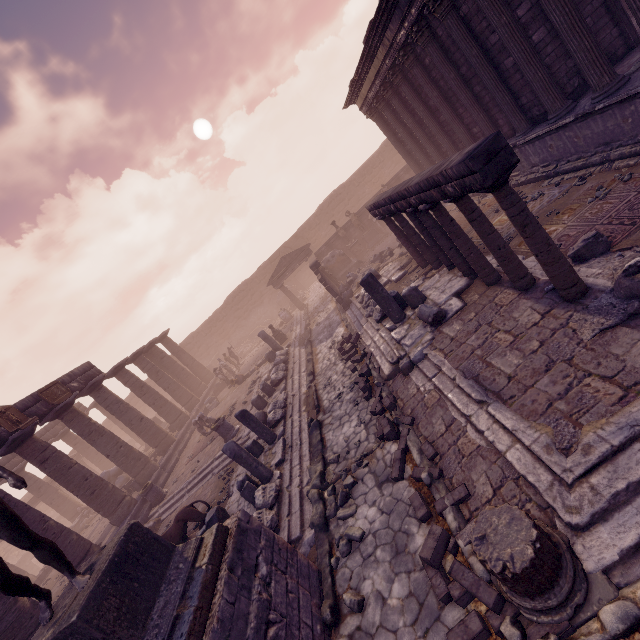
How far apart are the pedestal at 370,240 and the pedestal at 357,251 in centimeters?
12cm

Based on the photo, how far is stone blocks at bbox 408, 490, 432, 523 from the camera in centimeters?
492cm

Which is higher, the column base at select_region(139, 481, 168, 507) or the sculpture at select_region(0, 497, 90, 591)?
the sculpture at select_region(0, 497, 90, 591)

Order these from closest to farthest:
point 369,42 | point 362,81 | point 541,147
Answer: point 541,147
point 369,42
point 362,81

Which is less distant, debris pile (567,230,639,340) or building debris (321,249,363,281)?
debris pile (567,230,639,340)

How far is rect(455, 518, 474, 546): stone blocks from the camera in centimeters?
413cm

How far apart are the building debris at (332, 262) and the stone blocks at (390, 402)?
13.8m

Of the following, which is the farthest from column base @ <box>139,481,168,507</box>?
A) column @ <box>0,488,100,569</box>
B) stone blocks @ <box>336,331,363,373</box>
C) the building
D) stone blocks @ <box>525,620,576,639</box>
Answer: the building
